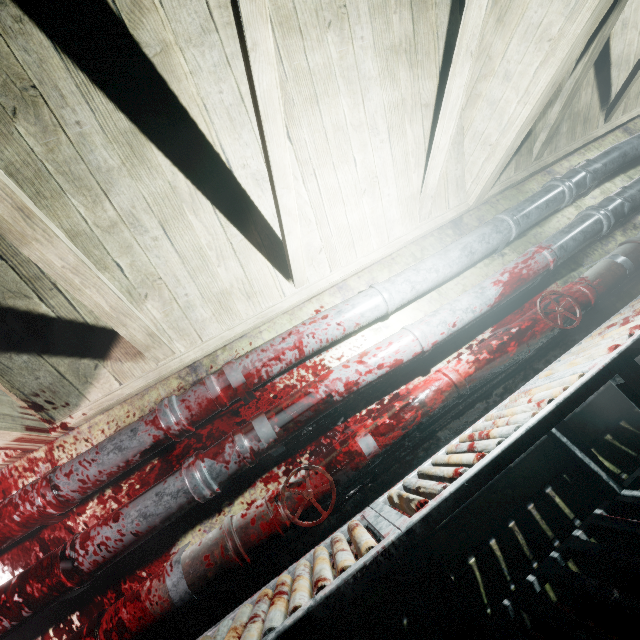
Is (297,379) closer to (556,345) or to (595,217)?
(556,345)

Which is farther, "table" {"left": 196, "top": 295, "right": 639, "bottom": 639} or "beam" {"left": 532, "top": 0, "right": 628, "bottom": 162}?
"beam" {"left": 532, "top": 0, "right": 628, "bottom": 162}

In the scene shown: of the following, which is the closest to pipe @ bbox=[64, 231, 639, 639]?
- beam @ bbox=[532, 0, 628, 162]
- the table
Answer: the table

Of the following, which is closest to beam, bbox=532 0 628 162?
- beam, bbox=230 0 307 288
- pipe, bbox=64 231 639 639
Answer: beam, bbox=230 0 307 288

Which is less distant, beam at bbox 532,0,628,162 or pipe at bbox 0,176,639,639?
pipe at bbox 0,176,639,639

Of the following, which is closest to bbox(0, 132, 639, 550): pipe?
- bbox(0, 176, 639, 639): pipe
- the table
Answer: bbox(0, 176, 639, 639): pipe

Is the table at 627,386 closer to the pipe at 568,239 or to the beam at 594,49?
the pipe at 568,239

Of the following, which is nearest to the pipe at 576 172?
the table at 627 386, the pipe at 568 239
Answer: the pipe at 568 239
